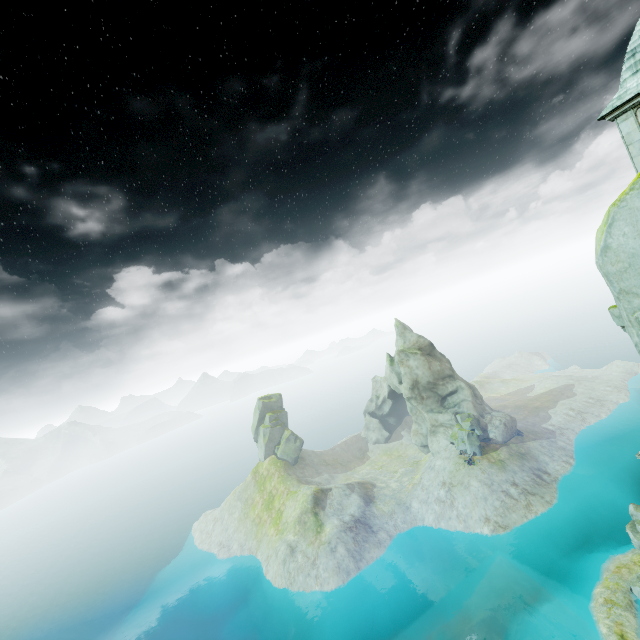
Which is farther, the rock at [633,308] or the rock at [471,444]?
the rock at [471,444]

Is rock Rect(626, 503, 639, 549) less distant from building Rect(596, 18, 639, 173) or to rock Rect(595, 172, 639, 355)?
building Rect(596, 18, 639, 173)

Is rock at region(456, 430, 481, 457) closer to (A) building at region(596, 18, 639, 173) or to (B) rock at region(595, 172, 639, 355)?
(A) building at region(596, 18, 639, 173)

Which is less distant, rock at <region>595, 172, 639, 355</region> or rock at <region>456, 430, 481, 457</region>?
rock at <region>595, 172, 639, 355</region>

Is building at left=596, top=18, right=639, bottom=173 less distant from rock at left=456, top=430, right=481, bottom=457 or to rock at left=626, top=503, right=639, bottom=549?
rock at left=626, top=503, right=639, bottom=549

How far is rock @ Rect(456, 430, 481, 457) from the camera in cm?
5766

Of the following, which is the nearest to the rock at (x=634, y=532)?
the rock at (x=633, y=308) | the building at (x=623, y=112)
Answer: the building at (x=623, y=112)

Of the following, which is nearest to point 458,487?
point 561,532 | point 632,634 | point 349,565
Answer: point 561,532
